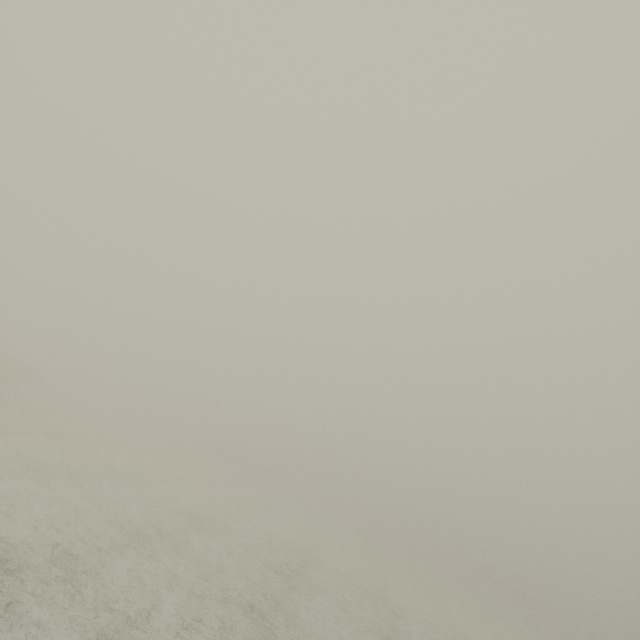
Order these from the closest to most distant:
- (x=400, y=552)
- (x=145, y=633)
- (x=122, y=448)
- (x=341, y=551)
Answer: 1. (x=145, y=633)
2. (x=122, y=448)
3. (x=341, y=551)
4. (x=400, y=552)
